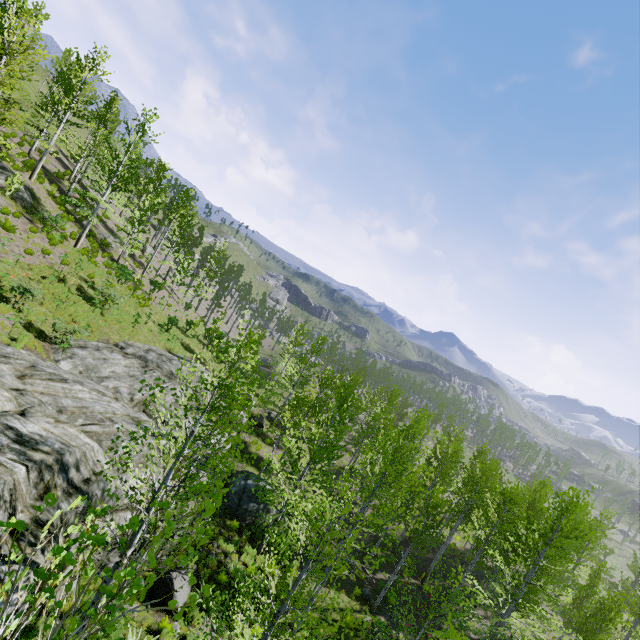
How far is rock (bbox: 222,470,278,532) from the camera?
16.8 meters

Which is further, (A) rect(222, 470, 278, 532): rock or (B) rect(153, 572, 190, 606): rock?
(A) rect(222, 470, 278, 532): rock

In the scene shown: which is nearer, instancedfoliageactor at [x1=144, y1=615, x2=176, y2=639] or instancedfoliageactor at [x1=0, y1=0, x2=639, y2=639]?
instancedfoliageactor at [x1=0, y1=0, x2=639, y2=639]

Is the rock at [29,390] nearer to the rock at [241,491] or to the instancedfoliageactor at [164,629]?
the instancedfoliageactor at [164,629]

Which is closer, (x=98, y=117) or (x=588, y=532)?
(x=588, y=532)

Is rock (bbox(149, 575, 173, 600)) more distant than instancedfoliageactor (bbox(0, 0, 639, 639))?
Yes

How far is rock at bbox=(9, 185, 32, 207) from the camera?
21.48m

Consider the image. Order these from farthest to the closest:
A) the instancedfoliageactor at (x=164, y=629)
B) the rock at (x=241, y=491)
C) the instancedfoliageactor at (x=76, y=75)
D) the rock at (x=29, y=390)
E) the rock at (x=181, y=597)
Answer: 1. the rock at (x=241, y=491)
2. the rock at (x=181, y=597)
3. the instancedfoliageactor at (x=164, y=629)
4. the rock at (x=29, y=390)
5. the instancedfoliageactor at (x=76, y=75)
